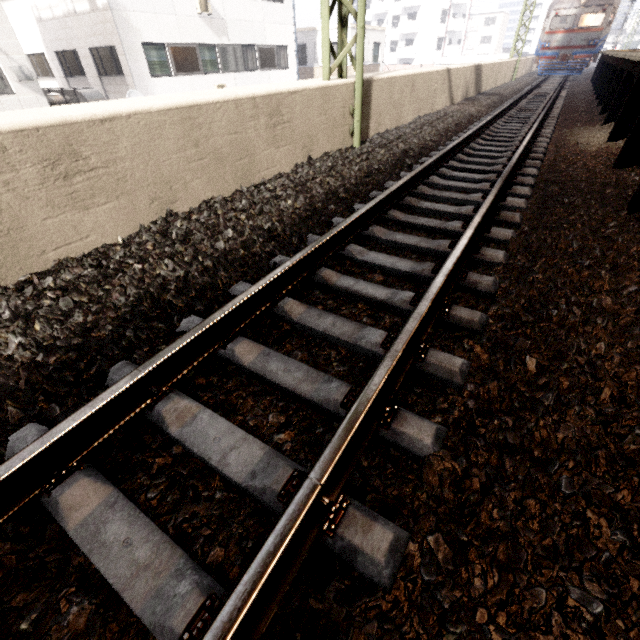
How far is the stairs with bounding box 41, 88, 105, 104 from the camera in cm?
1210

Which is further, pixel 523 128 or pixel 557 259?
pixel 523 128

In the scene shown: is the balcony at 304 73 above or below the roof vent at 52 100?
above

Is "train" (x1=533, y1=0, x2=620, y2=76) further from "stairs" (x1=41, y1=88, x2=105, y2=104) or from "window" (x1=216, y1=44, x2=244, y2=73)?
"stairs" (x1=41, y1=88, x2=105, y2=104)

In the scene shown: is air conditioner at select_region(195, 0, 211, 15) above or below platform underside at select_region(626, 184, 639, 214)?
above

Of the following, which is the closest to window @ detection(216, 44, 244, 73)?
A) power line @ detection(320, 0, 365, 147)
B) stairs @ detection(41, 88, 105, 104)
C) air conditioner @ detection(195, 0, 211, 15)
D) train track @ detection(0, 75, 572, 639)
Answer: air conditioner @ detection(195, 0, 211, 15)

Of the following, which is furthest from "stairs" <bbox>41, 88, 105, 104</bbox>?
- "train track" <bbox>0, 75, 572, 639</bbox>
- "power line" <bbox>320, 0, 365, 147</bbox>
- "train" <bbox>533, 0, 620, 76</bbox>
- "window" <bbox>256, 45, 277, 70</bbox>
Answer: "train" <bbox>533, 0, 620, 76</bbox>

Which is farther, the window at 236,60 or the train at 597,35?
the train at 597,35
